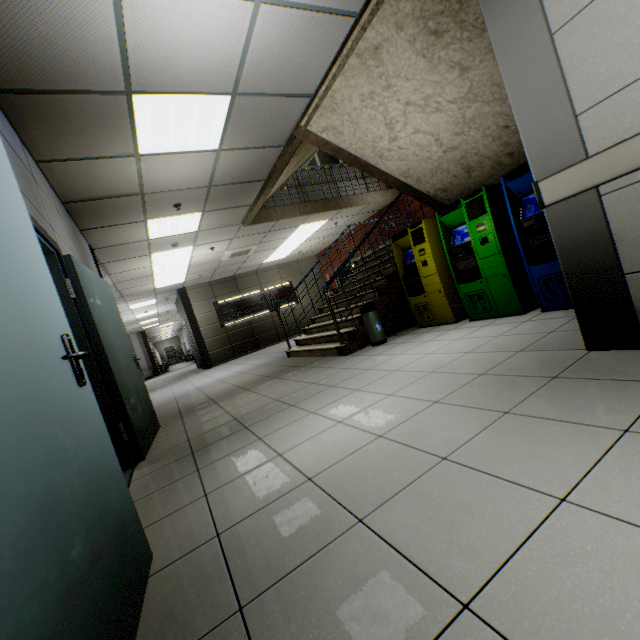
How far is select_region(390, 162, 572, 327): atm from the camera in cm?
346

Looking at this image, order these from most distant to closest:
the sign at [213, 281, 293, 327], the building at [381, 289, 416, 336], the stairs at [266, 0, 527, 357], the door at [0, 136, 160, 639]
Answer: the sign at [213, 281, 293, 327] < the building at [381, 289, 416, 336] < the stairs at [266, 0, 527, 357] < the door at [0, 136, 160, 639]

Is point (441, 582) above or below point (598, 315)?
below

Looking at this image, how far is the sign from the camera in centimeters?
1282cm

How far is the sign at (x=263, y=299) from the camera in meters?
12.8 m

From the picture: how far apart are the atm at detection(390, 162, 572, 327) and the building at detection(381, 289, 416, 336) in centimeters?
142cm

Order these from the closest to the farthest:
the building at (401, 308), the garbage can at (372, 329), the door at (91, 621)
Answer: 1. the door at (91, 621)
2. the garbage can at (372, 329)
3. the building at (401, 308)

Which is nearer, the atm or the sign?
the atm
